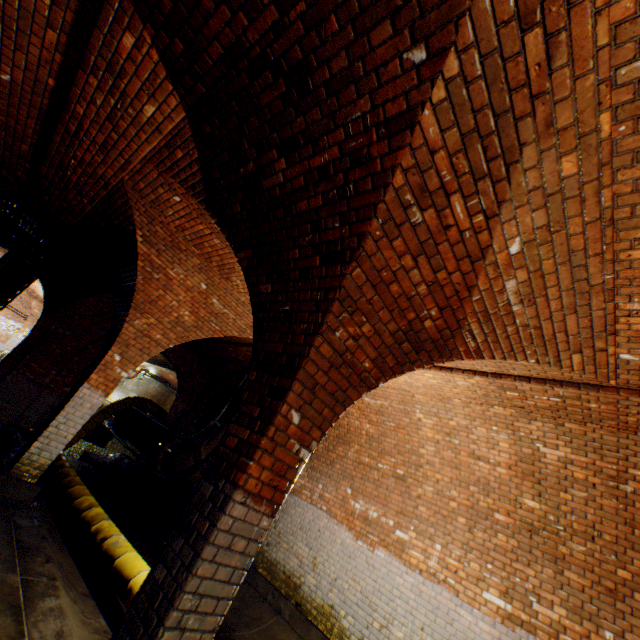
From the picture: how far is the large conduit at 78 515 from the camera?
4.4 meters

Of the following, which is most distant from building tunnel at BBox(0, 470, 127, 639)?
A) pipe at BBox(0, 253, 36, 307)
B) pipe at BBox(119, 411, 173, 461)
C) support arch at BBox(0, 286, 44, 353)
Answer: support arch at BBox(0, 286, 44, 353)

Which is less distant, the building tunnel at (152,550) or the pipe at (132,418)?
the building tunnel at (152,550)

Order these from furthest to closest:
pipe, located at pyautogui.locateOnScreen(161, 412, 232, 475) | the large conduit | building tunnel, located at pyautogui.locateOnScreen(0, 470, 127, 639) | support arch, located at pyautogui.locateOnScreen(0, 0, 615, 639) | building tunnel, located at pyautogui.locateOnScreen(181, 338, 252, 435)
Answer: building tunnel, located at pyautogui.locateOnScreen(181, 338, 252, 435) → pipe, located at pyautogui.locateOnScreen(161, 412, 232, 475) → the large conduit → building tunnel, located at pyautogui.locateOnScreen(0, 470, 127, 639) → support arch, located at pyautogui.locateOnScreen(0, 0, 615, 639)

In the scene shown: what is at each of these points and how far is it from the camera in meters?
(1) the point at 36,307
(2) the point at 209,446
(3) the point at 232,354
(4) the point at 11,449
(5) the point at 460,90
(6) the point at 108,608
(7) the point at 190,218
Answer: (1) support arch, 19.6 m
(2) pipe, 8.4 m
(3) building tunnel, 9.3 m
(4) building tunnel, 6.9 m
(5) support arch, 1.8 m
(6) building tunnel, 4.3 m
(7) building tunnel, 4.5 m

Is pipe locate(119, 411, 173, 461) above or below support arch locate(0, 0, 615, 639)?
below

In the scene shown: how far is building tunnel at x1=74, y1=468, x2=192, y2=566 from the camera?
7.34m

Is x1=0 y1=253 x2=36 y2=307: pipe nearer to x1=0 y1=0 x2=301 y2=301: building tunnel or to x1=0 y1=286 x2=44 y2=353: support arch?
x1=0 y1=0 x2=301 y2=301: building tunnel
